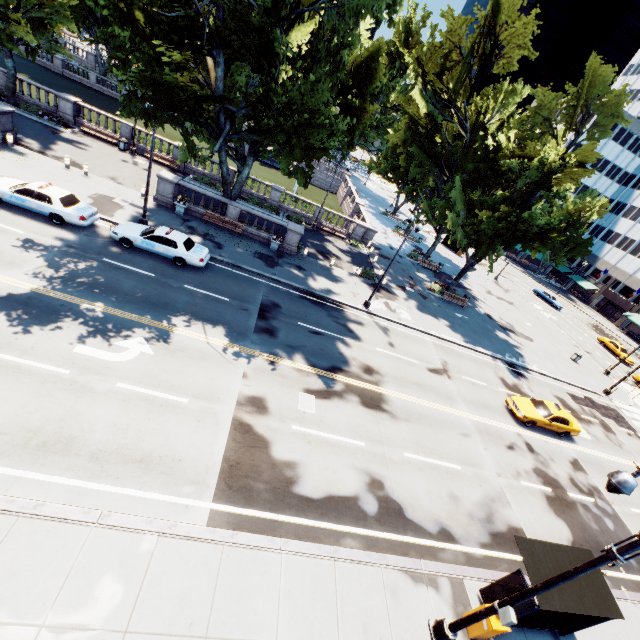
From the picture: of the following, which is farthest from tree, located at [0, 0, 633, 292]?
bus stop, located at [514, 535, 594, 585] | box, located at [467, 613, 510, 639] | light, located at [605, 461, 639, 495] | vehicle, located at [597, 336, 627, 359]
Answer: vehicle, located at [597, 336, 627, 359]

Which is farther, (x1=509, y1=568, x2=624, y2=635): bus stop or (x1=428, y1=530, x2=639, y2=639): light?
(x1=509, y1=568, x2=624, y2=635): bus stop

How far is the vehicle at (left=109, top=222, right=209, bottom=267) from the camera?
18.12m

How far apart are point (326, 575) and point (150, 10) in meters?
20.9 m

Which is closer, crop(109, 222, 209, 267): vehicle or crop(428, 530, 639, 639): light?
crop(428, 530, 639, 639): light

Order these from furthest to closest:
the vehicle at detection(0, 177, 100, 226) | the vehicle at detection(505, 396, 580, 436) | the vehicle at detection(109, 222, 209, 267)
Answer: the vehicle at detection(505, 396, 580, 436)
the vehicle at detection(109, 222, 209, 267)
the vehicle at detection(0, 177, 100, 226)

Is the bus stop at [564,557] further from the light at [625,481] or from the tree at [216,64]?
the tree at [216,64]

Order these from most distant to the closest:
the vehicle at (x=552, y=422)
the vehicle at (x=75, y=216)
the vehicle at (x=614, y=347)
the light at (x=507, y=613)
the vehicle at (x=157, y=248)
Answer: the vehicle at (x=614, y=347), the vehicle at (x=552, y=422), the vehicle at (x=157, y=248), the vehicle at (x=75, y=216), the light at (x=507, y=613)
